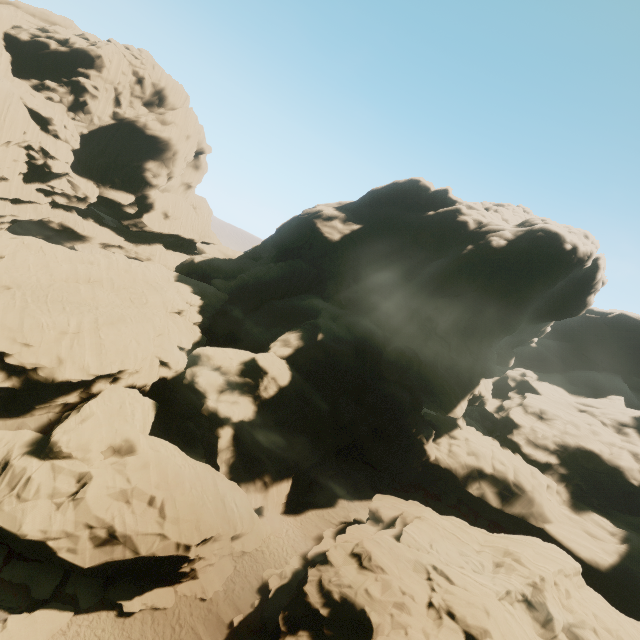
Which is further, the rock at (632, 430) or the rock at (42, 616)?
the rock at (632, 430)

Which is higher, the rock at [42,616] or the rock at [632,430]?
the rock at [632,430]

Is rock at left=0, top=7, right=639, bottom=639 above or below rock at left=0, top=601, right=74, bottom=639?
above

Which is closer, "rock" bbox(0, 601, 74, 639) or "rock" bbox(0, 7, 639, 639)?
"rock" bbox(0, 601, 74, 639)

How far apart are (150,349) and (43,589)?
16.5 meters
